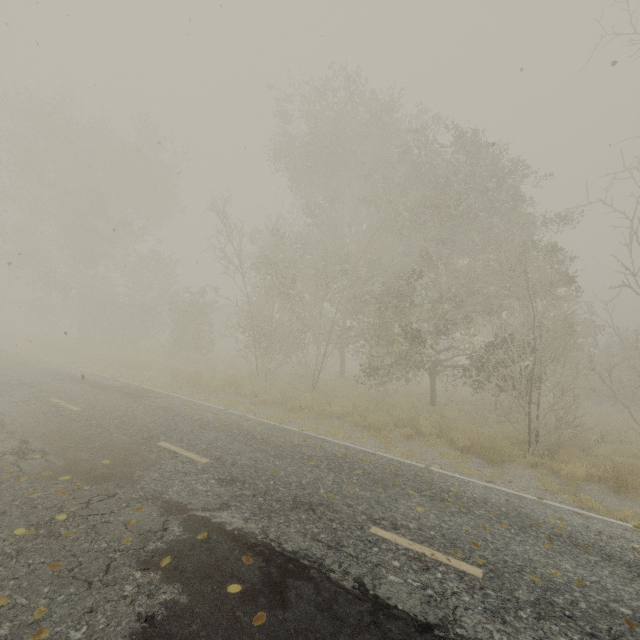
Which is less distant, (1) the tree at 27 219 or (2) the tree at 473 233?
(2) the tree at 473 233

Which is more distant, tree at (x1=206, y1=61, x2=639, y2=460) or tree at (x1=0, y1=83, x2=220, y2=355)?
tree at (x1=0, y1=83, x2=220, y2=355)

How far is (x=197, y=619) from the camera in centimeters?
311cm
